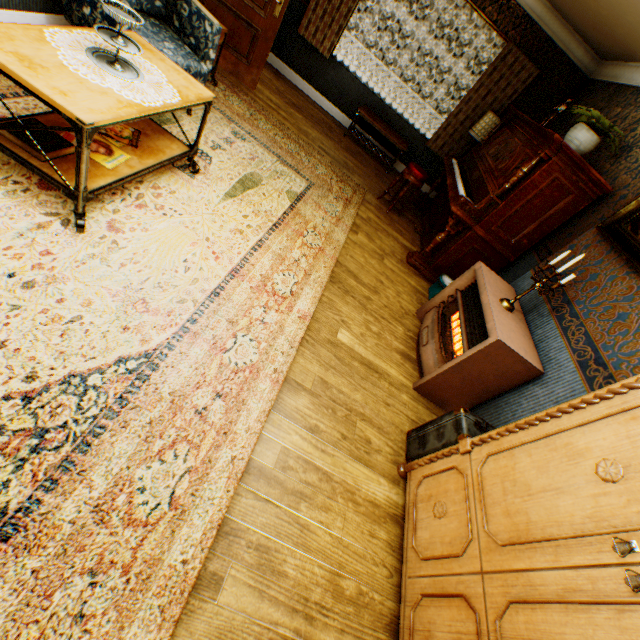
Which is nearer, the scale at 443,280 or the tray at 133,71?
the tray at 133,71

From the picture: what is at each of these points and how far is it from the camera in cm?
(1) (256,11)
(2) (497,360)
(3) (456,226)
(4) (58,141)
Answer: (1) bp, 440
(2) heater, 251
(3) piano, 410
(4) book, 194

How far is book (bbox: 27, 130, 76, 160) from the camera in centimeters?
186cm

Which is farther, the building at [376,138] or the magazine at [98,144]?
the building at [376,138]

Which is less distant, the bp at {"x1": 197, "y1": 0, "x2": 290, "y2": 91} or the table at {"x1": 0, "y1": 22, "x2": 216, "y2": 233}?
the table at {"x1": 0, "y1": 22, "x2": 216, "y2": 233}

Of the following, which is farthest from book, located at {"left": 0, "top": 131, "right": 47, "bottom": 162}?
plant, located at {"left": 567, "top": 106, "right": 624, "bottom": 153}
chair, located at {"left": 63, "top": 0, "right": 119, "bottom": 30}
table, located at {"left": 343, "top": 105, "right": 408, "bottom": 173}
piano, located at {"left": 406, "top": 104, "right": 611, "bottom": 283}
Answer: table, located at {"left": 343, "top": 105, "right": 408, "bottom": 173}

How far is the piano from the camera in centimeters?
344cm

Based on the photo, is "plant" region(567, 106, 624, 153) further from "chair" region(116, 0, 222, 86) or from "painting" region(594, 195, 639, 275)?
"chair" region(116, 0, 222, 86)
